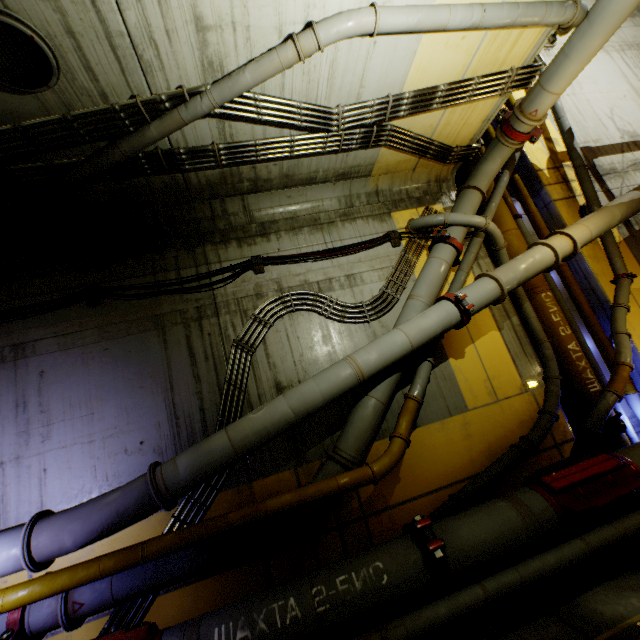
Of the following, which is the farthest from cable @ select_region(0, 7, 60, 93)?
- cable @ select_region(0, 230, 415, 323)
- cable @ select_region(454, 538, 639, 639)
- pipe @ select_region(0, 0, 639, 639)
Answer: cable @ select_region(454, 538, 639, 639)

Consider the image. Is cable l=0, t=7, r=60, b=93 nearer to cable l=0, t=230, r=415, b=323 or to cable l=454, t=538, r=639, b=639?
cable l=0, t=230, r=415, b=323

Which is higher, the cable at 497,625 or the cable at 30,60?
the cable at 30,60

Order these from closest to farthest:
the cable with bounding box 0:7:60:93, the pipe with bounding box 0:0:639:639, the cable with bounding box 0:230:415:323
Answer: the cable with bounding box 0:7:60:93 < the pipe with bounding box 0:0:639:639 < the cable with bounding box 0:230:415:323

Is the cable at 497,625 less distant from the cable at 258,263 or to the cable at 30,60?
the cable at 258,263

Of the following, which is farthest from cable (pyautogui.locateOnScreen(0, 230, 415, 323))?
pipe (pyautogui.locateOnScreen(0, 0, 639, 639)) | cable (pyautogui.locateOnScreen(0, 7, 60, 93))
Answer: cable (pyautogui.locateOnScreen(0, 7, 60, 93))

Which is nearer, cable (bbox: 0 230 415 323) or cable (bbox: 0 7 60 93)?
cable (bbox: 0 7 60 93)

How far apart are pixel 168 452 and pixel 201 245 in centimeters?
386cm
